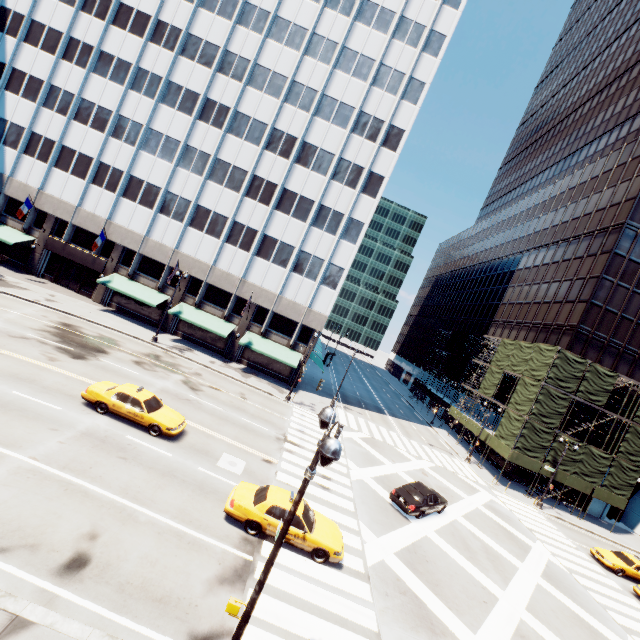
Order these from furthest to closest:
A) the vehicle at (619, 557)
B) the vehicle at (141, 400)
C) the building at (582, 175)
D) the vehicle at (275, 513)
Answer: the building at (582, 175), the vehicle at (619, 557), the vehicle at (141, 400), the vehicle at (275, 513)

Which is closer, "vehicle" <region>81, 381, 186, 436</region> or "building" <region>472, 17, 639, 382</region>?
"vehicle" <region>81, 381, 186, 436</region>

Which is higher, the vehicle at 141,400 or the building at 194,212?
the building at 194,212

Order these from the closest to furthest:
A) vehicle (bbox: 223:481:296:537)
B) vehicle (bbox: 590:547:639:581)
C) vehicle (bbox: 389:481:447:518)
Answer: vehicle (bbox: 223:481:296:537) → vehicle (bbox: 389:481:447:518) → vehicle (bbox: 590:547:639:581)

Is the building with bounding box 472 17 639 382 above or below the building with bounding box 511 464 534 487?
above

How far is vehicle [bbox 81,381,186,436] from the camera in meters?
16.4 m

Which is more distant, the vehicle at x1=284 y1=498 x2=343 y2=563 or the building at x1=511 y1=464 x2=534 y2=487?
the building at x1=511 y1=464 x2=534 y2=487

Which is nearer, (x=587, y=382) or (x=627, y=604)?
(x=627, y=604)
